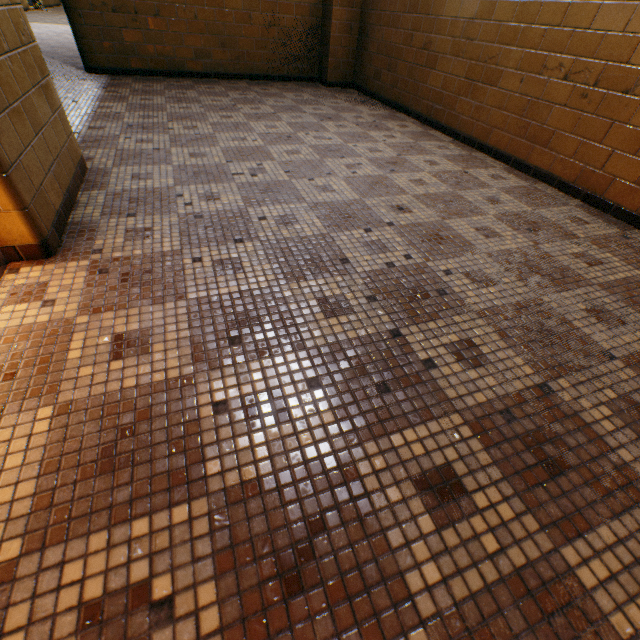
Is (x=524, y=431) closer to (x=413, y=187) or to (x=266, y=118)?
(x=413, y=187)
